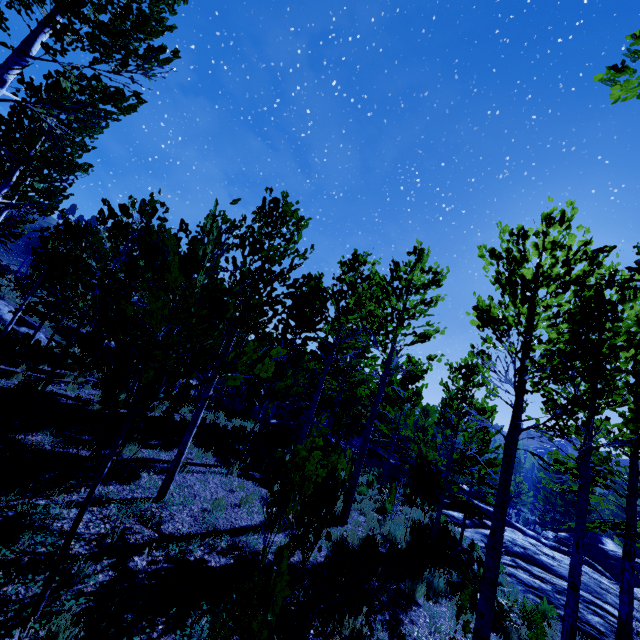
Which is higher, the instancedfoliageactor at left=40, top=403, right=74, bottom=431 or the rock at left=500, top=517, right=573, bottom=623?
the instancedfoliageactor at left=40, top=403, right=74, bottom=431

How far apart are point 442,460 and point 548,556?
7.0 meters

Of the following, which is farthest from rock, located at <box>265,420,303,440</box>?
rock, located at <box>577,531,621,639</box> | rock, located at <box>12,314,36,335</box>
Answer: rock, located at <box>12,314,36,335</box>

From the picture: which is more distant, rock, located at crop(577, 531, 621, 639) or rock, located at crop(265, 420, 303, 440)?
rock, located at crop(265, 420, 303, 440)

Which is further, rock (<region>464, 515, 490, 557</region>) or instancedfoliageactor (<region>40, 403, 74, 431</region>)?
rock (<region>464, 515, 490, 557</region>)

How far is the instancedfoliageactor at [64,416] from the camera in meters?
7.2

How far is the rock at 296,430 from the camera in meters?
19.2

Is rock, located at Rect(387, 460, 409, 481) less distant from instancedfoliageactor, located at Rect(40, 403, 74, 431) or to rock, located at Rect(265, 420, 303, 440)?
instancedfoliageactor, located at Rect(40, 403, 74, 431)
